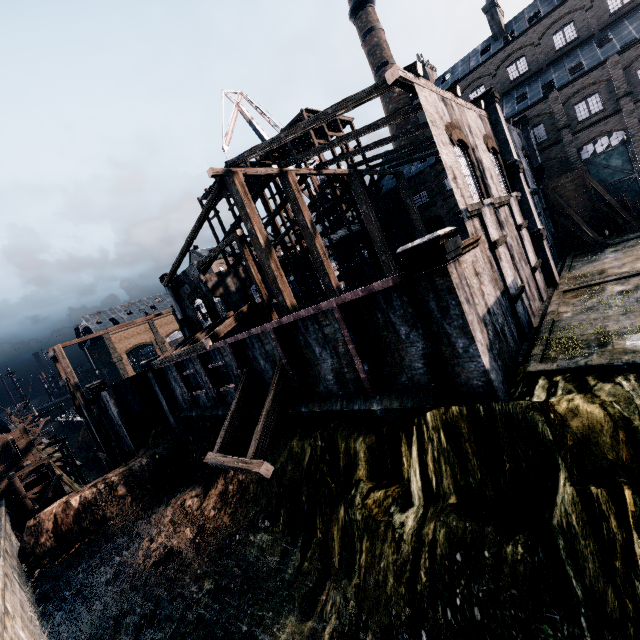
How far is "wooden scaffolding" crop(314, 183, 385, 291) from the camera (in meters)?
32.84

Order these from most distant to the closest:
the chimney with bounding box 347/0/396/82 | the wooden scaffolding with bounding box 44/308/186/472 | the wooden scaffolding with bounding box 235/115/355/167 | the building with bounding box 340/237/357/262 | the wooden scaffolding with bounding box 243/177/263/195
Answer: the chimney with bounding box 347/0/396/82 → the building with bounding box 340/237/357/262 → the wooden scaffolding with bounding box 243/177/263/195 → the wooden scaffolding with bounding box 235/115/355/167 → the wooden scaffolding with bounding box 44/308/186/472

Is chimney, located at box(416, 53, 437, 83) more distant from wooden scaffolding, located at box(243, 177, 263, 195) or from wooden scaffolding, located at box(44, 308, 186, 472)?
wooden scaffolding, located at box(44, 308, 186, 472)

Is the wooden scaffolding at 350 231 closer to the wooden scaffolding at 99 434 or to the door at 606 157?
the wooden scaffolding at 99 434

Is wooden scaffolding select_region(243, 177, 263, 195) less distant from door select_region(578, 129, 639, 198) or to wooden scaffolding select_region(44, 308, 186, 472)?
wooden scaffolding select_region(44, 308, 186, 472)

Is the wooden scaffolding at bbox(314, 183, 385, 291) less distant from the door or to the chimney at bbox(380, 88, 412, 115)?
the chimney at bbox(380, 88, 412, 115)

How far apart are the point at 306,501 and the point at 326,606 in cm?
379

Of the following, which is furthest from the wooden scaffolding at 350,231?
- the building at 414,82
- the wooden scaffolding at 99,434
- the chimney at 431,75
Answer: the chimney at 431,75
